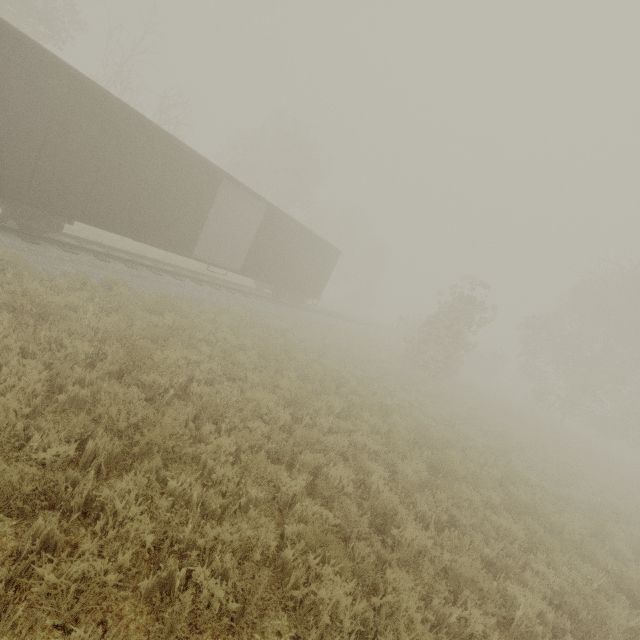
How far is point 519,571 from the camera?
5.5m

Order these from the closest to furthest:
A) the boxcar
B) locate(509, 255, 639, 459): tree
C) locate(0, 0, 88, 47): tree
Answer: the boxcar < locate(0, 0, 88, 47): tree < locate(509, 255, 639, 459): tree

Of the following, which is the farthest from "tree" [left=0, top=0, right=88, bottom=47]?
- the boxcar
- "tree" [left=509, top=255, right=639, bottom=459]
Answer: "tree" [left=509, top=255, right=639, bottom=459]

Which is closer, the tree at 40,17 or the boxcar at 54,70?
the boxcar at 54,70

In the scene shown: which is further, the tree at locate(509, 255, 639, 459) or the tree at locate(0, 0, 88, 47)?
the tree at locate(509, 255, 639, 459)

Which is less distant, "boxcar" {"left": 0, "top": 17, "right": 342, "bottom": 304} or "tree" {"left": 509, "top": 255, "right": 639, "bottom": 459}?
"boxcar" {"left": 0, "top": 17, "right": 342, "bottom": 304}

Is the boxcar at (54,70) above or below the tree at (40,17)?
below
